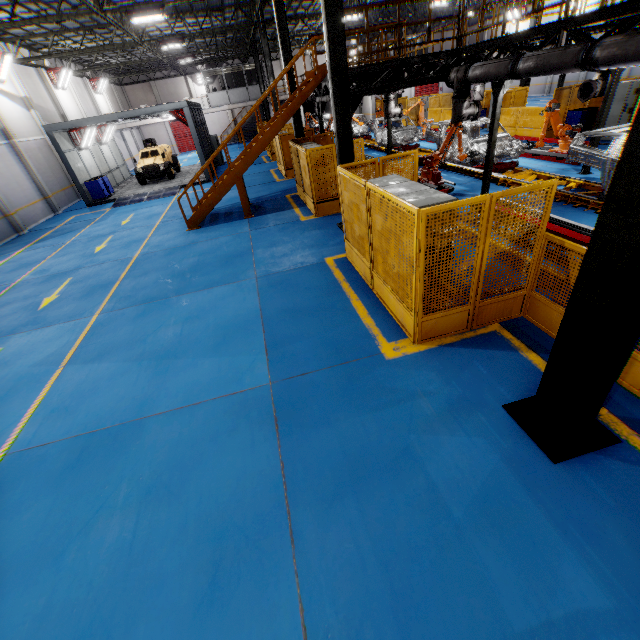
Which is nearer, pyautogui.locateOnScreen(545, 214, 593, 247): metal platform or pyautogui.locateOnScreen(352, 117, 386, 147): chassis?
pyautogui.locateOnScreen(545, 214, 593, 247): metal platform

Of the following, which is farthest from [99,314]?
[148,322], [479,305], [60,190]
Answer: [60,190]

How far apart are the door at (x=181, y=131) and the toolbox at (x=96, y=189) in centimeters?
2703cm

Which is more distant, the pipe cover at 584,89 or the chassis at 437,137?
the chassis at 437,137

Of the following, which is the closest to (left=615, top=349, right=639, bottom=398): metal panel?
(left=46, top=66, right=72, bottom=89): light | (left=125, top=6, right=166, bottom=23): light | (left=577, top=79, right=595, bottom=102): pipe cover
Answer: (left=577, top=79, right=595, bottom=102): pipe cover

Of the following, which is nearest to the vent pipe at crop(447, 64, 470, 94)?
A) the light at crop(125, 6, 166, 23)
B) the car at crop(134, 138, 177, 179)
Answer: the light at crop(125, 6, 166, 23)

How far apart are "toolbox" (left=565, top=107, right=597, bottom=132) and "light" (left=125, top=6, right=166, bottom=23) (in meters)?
19.74

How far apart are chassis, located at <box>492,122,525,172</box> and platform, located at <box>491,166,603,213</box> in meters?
0.0 m
